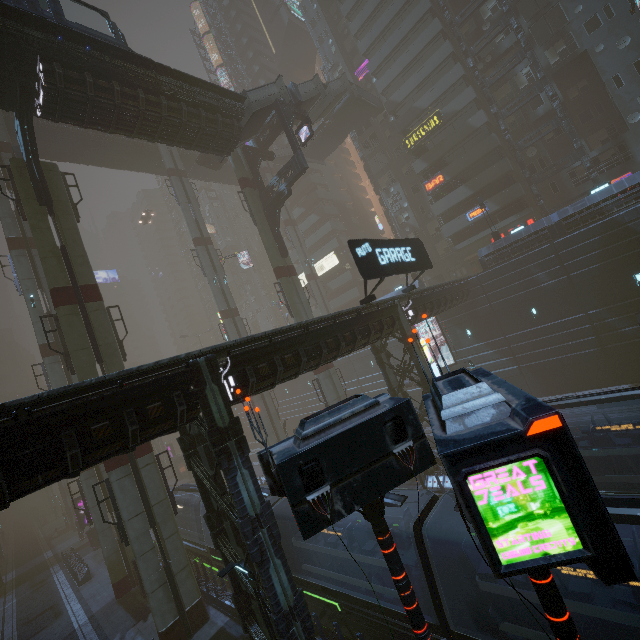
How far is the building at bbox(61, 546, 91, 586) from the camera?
27.49m

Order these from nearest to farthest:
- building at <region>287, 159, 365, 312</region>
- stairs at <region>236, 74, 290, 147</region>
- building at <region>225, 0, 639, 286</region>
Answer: stairs at <region>236, 74, 290, 147</region>
building at <region>225, 0, 639, 286</region>
building at <region>287, 159, 365, 312</region>

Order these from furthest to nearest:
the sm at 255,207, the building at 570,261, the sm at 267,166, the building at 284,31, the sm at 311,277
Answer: the sm at 267,166, the sm at 311,277, the building at 284,31, the sm at 255,207, the building at 570,261

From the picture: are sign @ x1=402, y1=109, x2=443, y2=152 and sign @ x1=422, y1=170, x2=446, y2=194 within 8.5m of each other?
yes

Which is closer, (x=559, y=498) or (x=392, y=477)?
(x=559, y=498)

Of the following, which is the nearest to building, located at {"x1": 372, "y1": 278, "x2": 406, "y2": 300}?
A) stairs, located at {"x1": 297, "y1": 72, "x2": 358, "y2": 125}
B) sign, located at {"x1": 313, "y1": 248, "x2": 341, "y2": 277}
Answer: sign, located at {"x1": 313, "y1": 248, "x2": 341, "y2": 277}

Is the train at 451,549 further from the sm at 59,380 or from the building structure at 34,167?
the building structure at 34,167

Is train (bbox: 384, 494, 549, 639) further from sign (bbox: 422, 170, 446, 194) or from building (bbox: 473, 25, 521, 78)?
sign (bbox: 422, 170, 446, 194)
